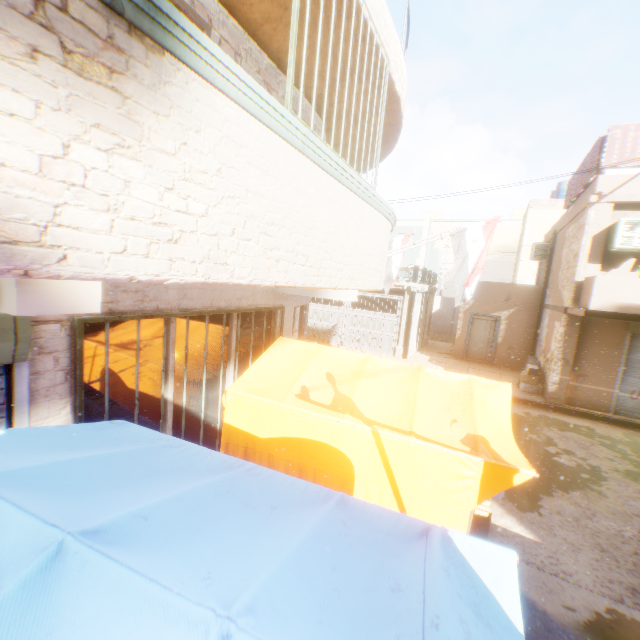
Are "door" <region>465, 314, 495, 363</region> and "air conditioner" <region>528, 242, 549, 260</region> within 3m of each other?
yes

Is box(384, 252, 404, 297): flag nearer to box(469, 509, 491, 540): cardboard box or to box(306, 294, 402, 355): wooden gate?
box(306, 294, 402, 355): wooden gate

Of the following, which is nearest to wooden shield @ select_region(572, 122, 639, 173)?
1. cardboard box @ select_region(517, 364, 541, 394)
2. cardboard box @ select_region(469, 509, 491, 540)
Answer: cardboard box @ select_region(469, 509, 491, 540)

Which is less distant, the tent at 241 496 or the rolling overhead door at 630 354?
the tent at 241 496

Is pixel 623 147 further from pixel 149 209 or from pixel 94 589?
pixel 94 589

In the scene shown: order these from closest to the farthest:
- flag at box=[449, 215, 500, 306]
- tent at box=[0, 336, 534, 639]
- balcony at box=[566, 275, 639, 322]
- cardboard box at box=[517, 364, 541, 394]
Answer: tent at box=[0, 336, 534, 639] → flag at box=[449, 215, 500, 306] → balcony at box=[566, 275, 639, 322] → cardboard box at box=[517, 364, 541, 394]

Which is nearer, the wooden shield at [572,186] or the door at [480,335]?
the wooden shield at [572,186]

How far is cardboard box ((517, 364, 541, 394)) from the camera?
12.0m
